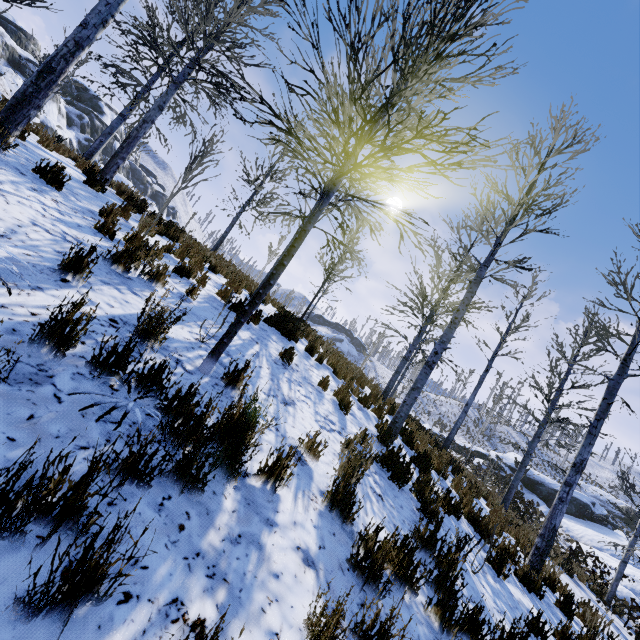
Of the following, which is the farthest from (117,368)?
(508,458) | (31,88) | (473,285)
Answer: (508,458)

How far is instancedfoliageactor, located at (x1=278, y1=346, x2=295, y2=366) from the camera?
Answer: 5.79m

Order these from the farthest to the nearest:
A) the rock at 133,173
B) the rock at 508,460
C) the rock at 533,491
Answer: the rock at 508,460 < the rock at 533,491 < the rock at 133,173

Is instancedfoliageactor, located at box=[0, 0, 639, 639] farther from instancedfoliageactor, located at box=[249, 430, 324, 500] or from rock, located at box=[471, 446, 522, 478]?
rock, located at box=[471, 446, 522, 478]

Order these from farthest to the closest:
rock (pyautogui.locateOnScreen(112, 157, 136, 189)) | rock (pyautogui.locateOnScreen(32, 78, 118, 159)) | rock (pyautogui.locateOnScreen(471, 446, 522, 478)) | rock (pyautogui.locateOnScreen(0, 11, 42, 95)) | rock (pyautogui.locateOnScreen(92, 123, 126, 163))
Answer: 1. rock (pyautogui.locateOnScreen(92, 123, 126, 163))
2. rock (pyautogui.locateOnScreen(32, 78, 118, 159))
3. rock (pyautogui.locateOnScreen(0, 11, 42, 95))
4. rock (pyautogui.locateOnScreen(471, 446, 522, 478))
5. rock (pyautogui.locateOnScreen(112, 157, 136, 189))

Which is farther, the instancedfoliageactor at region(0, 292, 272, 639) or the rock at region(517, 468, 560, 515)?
the rock at region(517, 468, 560, 515)

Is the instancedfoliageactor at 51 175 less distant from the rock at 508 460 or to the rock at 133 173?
the rock at 508 460
